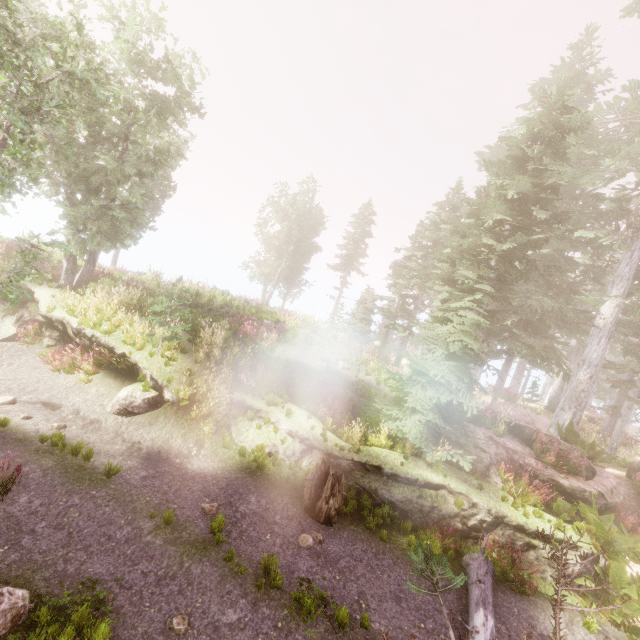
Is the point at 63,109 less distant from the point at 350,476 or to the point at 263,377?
the point at 263,377

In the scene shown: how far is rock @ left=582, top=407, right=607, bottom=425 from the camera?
27.73m

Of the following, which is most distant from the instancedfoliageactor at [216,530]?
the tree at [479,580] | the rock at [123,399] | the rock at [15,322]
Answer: the rock at [123,399]

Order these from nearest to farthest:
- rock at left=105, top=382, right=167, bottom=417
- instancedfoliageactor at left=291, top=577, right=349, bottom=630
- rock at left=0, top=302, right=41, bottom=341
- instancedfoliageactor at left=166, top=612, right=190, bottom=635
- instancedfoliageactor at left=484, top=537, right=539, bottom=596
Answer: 1. instancedfoliageactor at left=166, top=612, right=190, bottom=635
2. instancedfoliageactor at left=291, top=577, right=349, bottom=630
3. instancedfoliageactor at left=484, top=537, right=539, bottom=596
4. rock at left=105, top=382, right=167, bottom=417
5. rock at left=0, top=302, right=41, bottom=341

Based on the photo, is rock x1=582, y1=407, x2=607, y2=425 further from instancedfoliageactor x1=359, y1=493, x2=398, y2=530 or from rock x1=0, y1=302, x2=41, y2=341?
rock x1=0, y1=302, x2=41, y2=341

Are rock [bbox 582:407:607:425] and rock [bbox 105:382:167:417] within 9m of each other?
no

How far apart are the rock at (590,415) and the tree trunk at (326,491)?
30.0 meters

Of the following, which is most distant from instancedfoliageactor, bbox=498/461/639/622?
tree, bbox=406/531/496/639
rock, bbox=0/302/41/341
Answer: → rock, bbox=0/302/41/341
